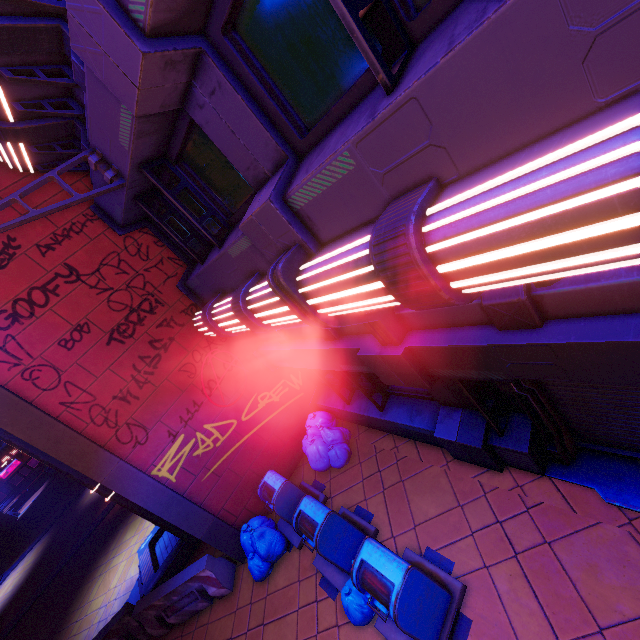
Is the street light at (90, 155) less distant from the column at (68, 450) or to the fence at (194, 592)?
the column at (68, 450)

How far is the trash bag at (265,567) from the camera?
6.70m

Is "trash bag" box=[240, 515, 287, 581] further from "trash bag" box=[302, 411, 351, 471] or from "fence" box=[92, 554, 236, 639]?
"trash bag" box=[302, 411, 351, 471]

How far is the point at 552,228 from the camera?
1.6 meters

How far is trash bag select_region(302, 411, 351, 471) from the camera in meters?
7.6 m

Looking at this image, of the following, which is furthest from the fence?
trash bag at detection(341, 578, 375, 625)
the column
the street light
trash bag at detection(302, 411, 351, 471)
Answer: the street light

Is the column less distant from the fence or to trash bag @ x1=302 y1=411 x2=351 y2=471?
the fence

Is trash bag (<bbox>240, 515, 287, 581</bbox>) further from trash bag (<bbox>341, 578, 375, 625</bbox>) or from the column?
trash bag (<bbox>341, 578, 375, 625</bbox>)
